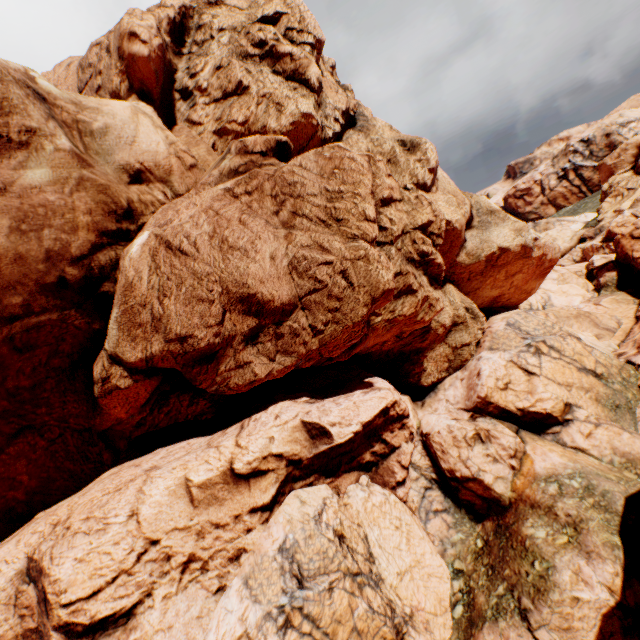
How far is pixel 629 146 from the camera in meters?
32.6 m
